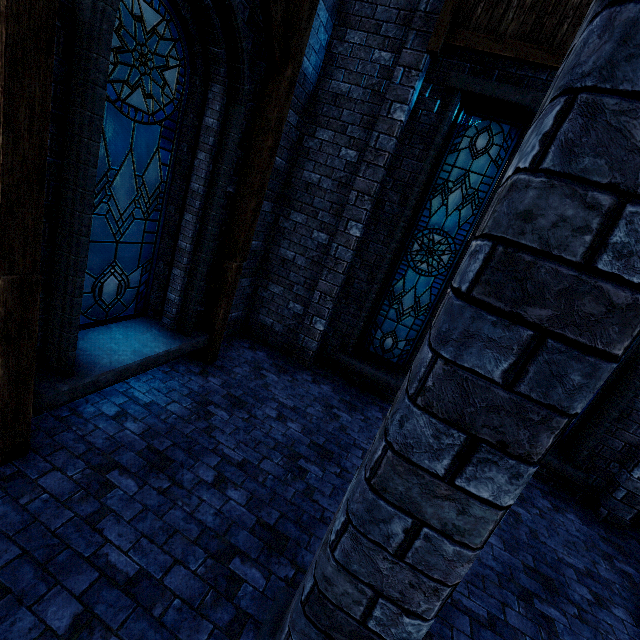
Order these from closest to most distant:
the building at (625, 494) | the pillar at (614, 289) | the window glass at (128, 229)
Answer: the pillar at (614, 289), the window glass at (128, 229), the building at (625, 494)

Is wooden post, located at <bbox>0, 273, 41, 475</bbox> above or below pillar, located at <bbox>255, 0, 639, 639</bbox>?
below

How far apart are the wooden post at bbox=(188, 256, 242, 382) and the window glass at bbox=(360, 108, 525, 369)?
2.10m

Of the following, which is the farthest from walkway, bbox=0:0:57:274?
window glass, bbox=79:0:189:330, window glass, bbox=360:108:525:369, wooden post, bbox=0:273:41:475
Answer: window glass, bbox=360:108:525:369

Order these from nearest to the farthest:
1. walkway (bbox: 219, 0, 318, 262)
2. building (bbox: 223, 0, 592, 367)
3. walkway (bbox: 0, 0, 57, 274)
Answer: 1. walkway (bbox: 0, 0, 57, 274)
2. walkway (bbox: 219, 0, 318, 262)
3. building (bbox: 223, 0, 592, 367)

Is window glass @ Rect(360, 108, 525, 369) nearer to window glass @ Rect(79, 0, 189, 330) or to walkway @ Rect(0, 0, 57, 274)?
walkway @ Rect(0, 0, 57, 274)

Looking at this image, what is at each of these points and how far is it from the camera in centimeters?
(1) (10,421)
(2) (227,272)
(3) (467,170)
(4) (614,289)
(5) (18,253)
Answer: (1) wooden post, 281cm
(2) wooden post, 500cm
(3) window glass, 547cm
(4) pillar, 88cm
(5) walkway, 233cm

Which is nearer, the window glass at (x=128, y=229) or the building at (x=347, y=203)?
the window glass at (x=128, y=229)
